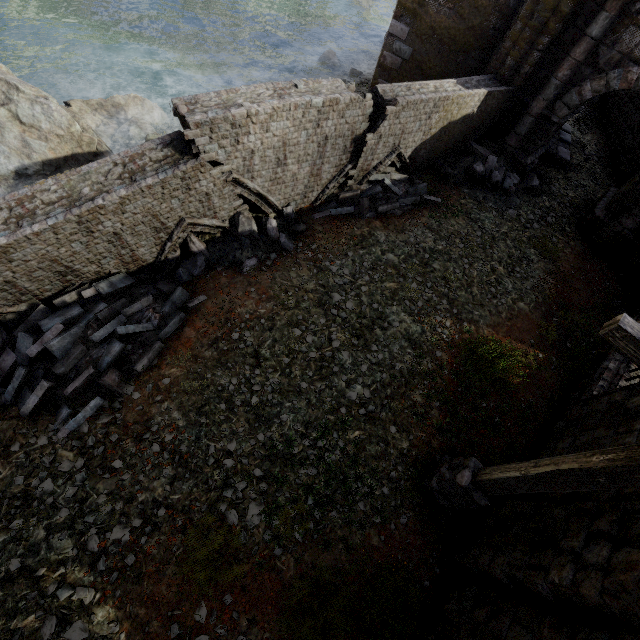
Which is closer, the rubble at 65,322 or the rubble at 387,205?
the rubble at 65,322

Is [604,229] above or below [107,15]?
above

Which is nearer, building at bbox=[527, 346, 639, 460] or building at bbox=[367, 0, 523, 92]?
building at bbox=[527, 346, 639, 460]

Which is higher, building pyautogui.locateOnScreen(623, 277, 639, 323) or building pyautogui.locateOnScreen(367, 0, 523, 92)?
building pyautogui.locateOnScreen(367, 0, 523, 92)

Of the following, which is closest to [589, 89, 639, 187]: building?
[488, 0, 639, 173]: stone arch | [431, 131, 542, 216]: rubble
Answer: [488, 0, 639, 173]: stone arch

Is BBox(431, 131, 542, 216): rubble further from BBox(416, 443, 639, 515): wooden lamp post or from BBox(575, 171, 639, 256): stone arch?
BBox(416, 443, 639, 515): wooden lamp post

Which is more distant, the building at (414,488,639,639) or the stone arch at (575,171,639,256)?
the stone arch at (575,171,639,256)

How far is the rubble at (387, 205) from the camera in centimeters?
912cm
